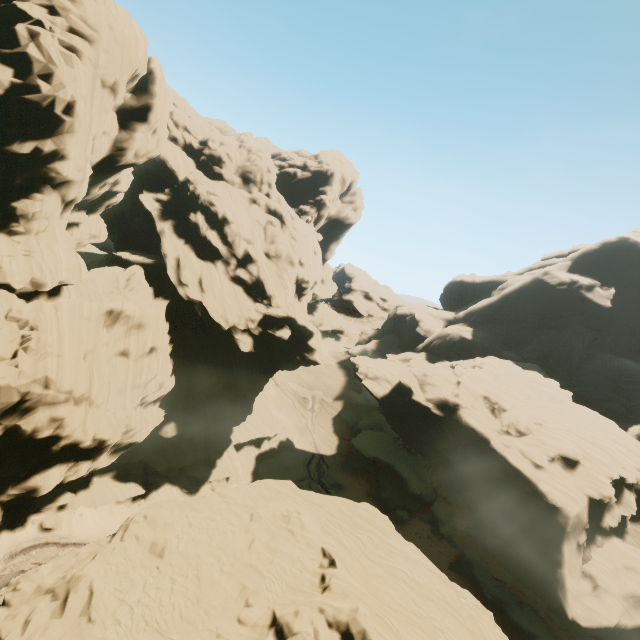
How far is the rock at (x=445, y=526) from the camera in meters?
36.2

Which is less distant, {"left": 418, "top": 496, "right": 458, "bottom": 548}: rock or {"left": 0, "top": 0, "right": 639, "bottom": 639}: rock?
{"left": 0, "top": 0, "right": 639, "bottom": 639}: rock

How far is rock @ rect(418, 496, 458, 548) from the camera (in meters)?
36.18

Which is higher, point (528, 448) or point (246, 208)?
point (246, 208)

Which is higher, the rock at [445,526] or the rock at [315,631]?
the rock at [315,631]

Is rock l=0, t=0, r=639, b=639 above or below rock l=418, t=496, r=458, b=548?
above
